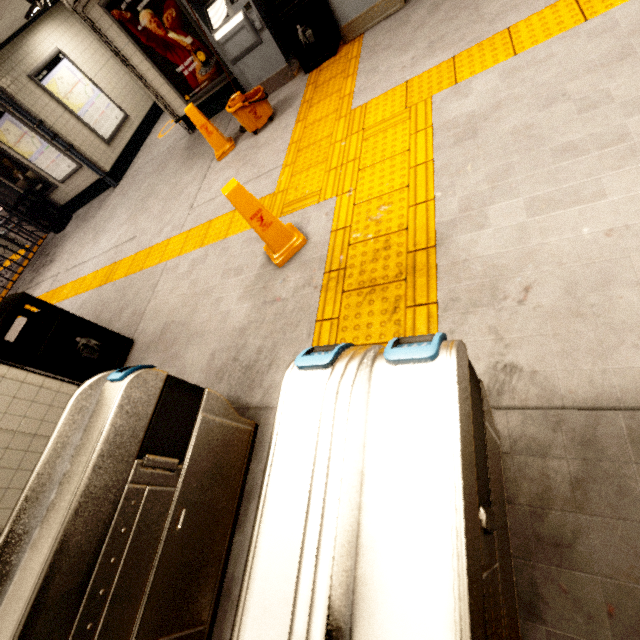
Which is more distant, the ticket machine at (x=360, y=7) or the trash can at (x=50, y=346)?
the ticket machine at (x=360, y=7)

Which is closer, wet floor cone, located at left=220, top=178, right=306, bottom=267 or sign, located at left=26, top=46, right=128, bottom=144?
wet floor cone, located at left=220, top=178, right=306, bottom=267

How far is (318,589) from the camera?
0.6 meters

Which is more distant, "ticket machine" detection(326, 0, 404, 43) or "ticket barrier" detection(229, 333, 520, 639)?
"ticket machine" detection(326, 0, 404, 43)

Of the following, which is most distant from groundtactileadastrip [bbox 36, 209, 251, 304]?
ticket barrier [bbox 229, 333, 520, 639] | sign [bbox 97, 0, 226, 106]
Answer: sign [bbox 97, 0, 226, 106]

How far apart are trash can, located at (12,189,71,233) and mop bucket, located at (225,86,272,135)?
8.0 meters

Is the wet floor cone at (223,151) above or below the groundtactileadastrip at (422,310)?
above

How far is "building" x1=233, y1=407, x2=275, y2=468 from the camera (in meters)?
2.13
